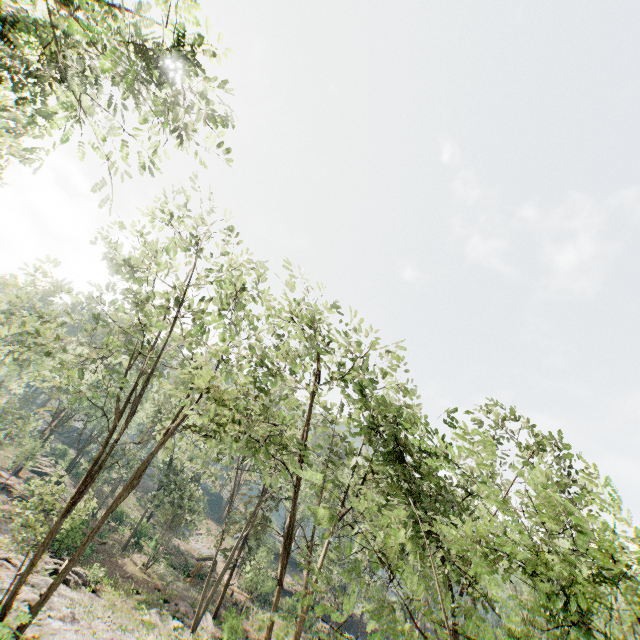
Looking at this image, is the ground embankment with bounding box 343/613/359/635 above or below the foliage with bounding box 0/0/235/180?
below

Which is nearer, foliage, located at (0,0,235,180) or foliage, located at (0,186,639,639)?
foliage, located at (0,186,639,639)

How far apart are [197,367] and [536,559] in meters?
12.8 m

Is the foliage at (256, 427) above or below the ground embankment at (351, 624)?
above

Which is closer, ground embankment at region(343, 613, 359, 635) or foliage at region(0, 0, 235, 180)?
foliage at region(0, 0, 235, 180)

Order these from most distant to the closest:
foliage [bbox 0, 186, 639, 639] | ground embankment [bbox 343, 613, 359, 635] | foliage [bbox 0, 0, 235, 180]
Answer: ground embankment [bbox 343, 613, 359, 635] → foliage [bbox 0, 0, 235, 180] → foliage [bbox 0, 186, 639, 639]
